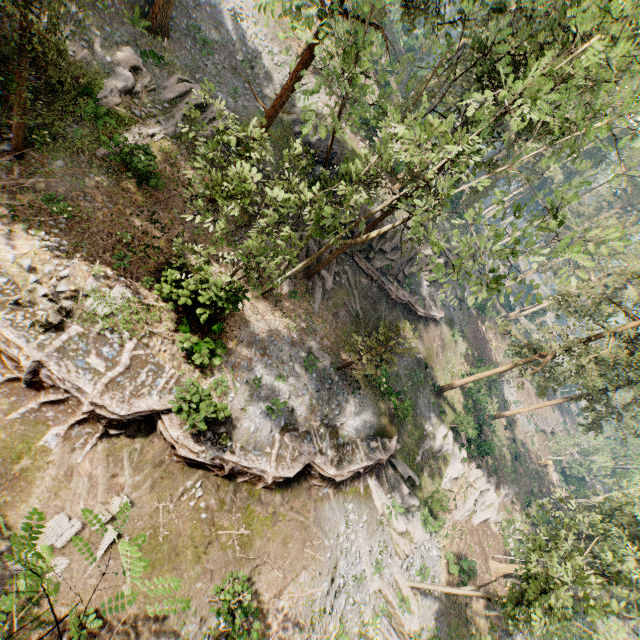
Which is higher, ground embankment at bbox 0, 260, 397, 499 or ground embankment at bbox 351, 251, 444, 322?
ground embankment at bbox 351, 251, 444, 322

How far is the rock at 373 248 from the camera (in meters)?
27.23

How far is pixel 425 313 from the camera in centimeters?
3200cm

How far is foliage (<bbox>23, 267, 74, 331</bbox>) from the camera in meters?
12.0 m

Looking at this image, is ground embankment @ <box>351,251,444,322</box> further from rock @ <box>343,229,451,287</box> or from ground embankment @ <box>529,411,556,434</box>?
ground embankment @ <box>529,411,556,434</box>

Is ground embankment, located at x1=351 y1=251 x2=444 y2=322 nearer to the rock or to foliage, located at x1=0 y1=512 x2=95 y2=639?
the rock

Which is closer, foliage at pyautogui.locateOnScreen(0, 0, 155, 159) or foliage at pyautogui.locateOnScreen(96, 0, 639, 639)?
foliage at pyautogui.locateOnScreen(96, 0, 639, 639)

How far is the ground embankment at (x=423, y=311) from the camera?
27.97m
